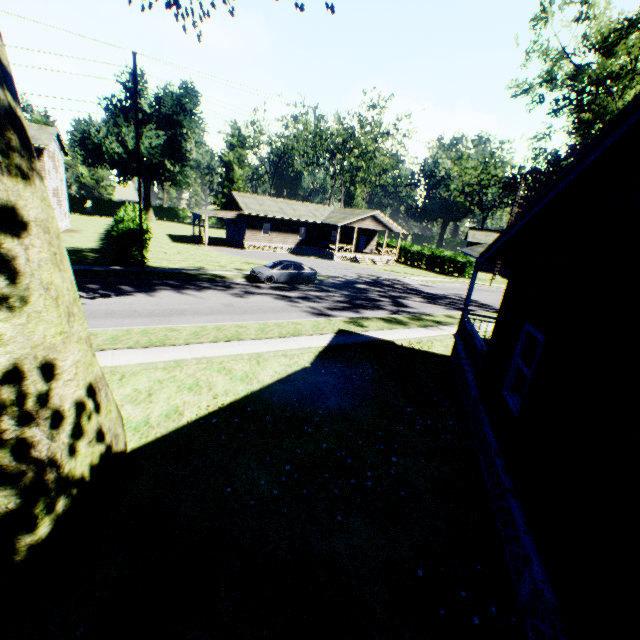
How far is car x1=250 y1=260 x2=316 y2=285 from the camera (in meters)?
22.59

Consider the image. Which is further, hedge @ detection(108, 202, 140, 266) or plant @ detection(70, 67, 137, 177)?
plant @ detection(70, 67, 137, 177)

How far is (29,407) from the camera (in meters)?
4.24

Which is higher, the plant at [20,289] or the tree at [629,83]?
the tree at [629,83]

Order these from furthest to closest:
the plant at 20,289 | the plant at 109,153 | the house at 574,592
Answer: the plant at 109,153, the plant at 20,289, the house at 574,592

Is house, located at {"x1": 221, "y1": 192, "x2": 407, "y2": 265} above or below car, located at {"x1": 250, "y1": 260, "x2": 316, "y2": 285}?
above

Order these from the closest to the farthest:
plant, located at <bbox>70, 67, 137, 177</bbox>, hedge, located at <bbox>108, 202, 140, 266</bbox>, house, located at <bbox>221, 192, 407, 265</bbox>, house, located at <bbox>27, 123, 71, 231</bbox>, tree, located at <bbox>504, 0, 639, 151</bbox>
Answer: tree, located at <bbox>504, 0, 639, 151</bbox>, hedge, located at <bbox>108, 202, 140, 266</bbox>, house, located at <bbox>27, 123, 71, 231</bbox>, house, located at <bbox>221, 192, 407, 265</bbox>, plant, located at <bbox>70, 67, 137, 177</bbox>

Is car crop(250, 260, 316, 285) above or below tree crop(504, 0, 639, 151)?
below
